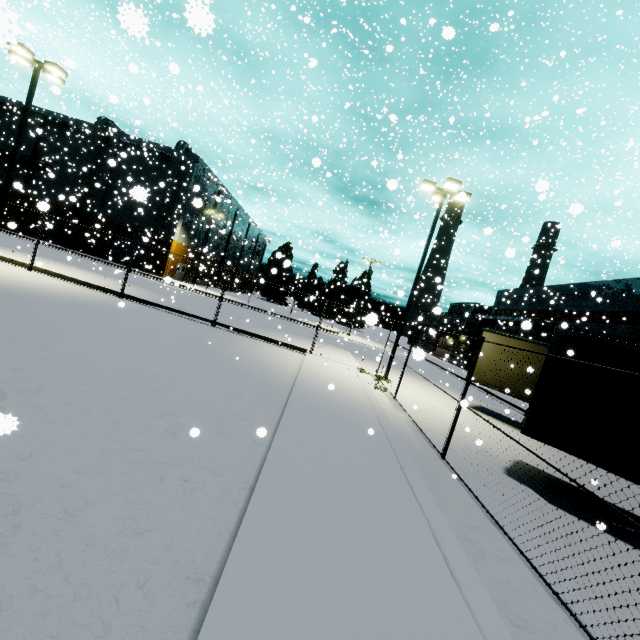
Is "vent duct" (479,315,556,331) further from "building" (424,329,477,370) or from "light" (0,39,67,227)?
"light" (0,39,67,227)

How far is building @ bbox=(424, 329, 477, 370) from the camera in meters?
42.5

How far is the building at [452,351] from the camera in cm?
4246

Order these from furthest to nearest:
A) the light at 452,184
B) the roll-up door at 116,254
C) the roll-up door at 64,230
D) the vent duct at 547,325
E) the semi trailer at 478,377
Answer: the roll-up door at 116,254
the roll-up door at 64,230
the vent duct at 547,325
the light at 452,184
the semi trailer at 478,377

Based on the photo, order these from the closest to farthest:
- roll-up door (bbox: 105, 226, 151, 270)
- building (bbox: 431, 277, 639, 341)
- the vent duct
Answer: the vent duct → building (bbox: 431, 277, 639, 341) → roll-up door (bbox: 105, 226, 151, 270)

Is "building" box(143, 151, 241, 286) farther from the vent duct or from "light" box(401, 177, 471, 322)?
"light" box(401, 177, 471, 322)

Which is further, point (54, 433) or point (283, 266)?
point (283, 266)

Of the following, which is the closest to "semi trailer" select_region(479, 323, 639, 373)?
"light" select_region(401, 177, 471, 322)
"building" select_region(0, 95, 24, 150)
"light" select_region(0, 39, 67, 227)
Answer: "building" select_region(0, 95, 24, 150)
